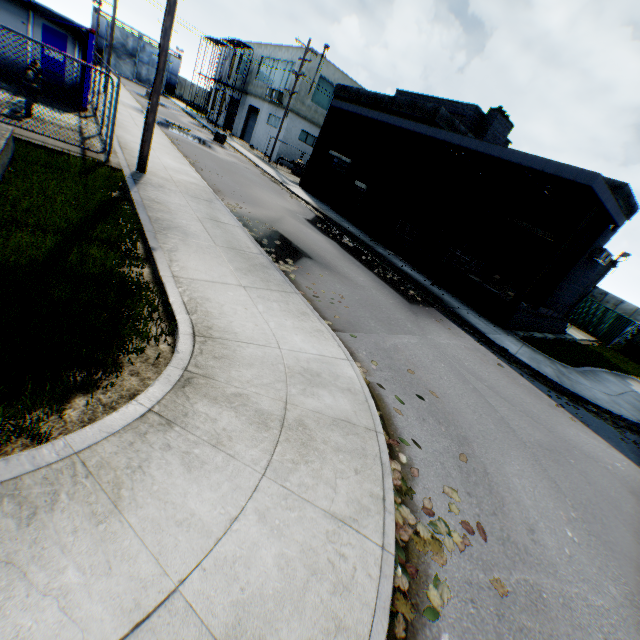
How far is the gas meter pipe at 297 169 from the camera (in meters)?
30.55

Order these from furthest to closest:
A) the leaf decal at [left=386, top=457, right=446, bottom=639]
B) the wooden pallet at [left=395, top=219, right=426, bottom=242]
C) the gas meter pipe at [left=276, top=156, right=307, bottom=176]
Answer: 1. the gas meter pipe at [left=276, top=156, right=307, bottom=176]
2. the wooden pallet at [left=395, top=219, right=426, bottom=242]
3. the leaf decal at [left=386, top=457, right=446, bottom=639]

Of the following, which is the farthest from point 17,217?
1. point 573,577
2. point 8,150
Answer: point 573,577

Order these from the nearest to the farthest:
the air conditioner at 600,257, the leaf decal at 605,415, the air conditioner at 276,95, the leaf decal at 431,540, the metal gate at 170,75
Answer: the leaf decal at 431,540 < the leaf decal at 605,415 < the air conditioner at 600,257 < the air conditioner at 276,95 < the metal gate at 170,75

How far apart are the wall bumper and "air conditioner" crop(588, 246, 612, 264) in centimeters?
709cm

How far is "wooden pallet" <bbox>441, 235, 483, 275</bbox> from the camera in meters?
15.2

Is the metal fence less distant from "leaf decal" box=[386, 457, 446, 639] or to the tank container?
"leaf decal" box=[386, 457, 446, 639]

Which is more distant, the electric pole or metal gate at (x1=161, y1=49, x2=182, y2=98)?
metal gate at (x1=161, y1=49, x2=182, y2=98)
